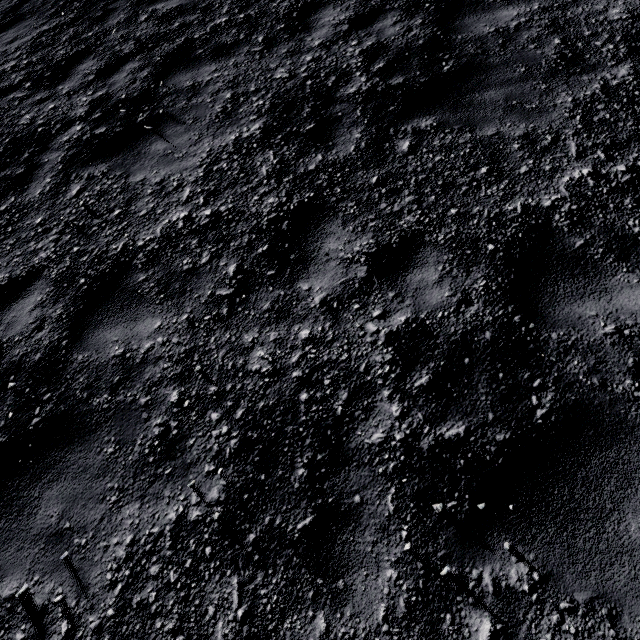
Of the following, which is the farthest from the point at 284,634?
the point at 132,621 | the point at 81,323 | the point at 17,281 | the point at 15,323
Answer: the point at 17,281
